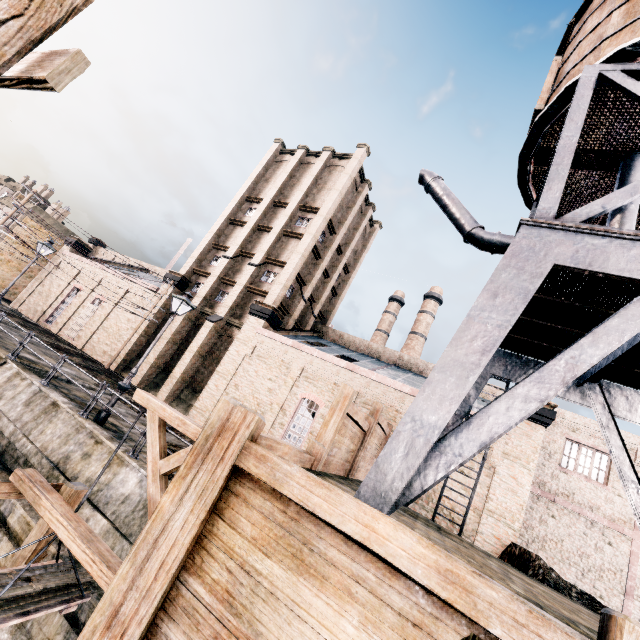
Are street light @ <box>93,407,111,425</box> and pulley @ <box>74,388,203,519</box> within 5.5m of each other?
no

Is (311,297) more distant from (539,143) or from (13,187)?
(13,187)

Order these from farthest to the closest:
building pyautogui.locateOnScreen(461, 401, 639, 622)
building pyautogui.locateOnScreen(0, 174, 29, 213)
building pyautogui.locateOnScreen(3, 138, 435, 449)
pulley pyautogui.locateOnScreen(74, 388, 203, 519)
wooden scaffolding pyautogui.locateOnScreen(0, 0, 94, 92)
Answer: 1. building pyautogui.locateOnScreen(0, 174, 29, 213)
2. building pyautogui.locateOnScreen(3, 138, 435, 449)
3. building pyautogui.locateOnScreen(461, 401, 639, 622)
4. pulley pyautogui.locateOnScreen(74, 388, 203, 519)
5. wooden scaffolding pyautogui.locateOnScreen(0, 0, 94, 92)

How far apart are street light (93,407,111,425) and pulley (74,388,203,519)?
6.3 meters

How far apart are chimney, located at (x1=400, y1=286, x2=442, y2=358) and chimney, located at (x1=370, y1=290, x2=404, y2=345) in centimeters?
253cm

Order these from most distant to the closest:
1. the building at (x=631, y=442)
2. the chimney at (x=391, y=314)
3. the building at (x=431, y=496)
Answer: the chimney at (x=391, y=314), the building at (x=631, y=442), the building at (x=431, y=496)

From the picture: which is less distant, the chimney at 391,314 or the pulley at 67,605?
the pulley at 67,605

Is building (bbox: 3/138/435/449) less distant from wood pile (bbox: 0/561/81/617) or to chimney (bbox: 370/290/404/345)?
wood pile (bbox: 0/561/81/617)
